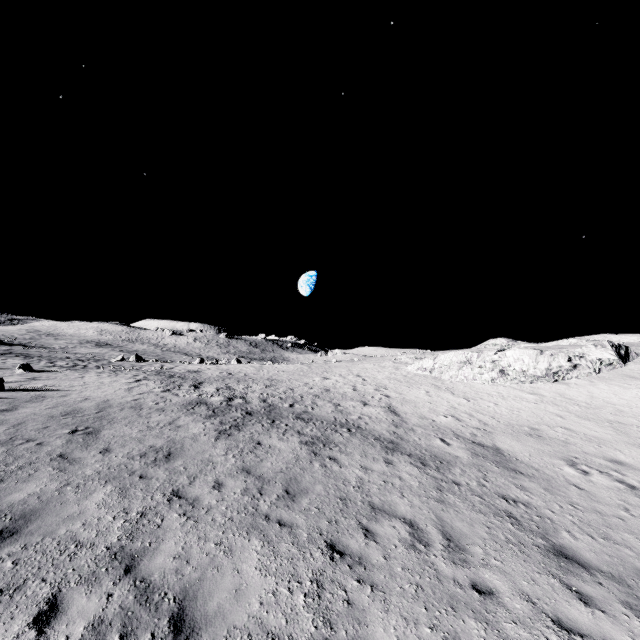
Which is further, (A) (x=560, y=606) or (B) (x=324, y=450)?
(B) (x=324, y=450)
